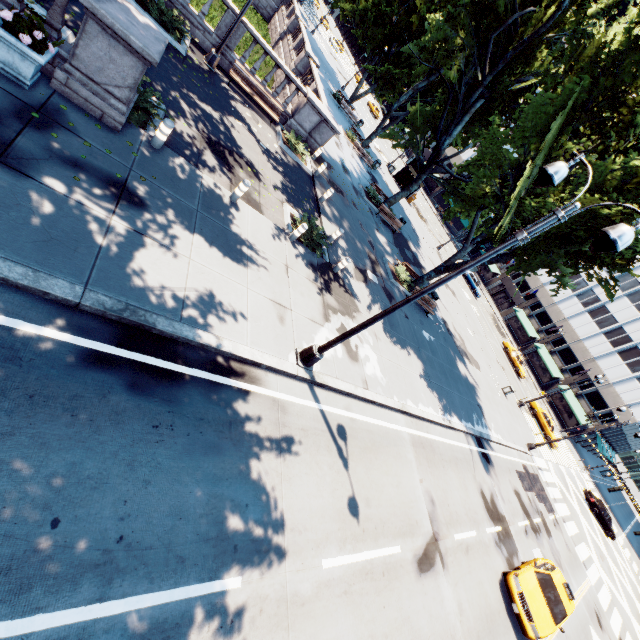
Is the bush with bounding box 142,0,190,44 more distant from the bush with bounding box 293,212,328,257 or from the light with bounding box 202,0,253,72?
the bush with bounding box 293,212,328,257

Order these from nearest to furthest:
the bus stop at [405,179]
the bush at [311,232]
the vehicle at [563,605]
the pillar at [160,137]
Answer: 1. the pillar at [160,137]
2. the vehicle at [563,605]
3. the bush at [311,232]
4. the bus stop at [405,179]

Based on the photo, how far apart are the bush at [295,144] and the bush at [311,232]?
5.1m

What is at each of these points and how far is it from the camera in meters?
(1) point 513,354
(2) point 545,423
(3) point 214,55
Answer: (1) vehicle, 42.7 m
(2) vehicle, 34.7 m
(3) light, 14.1 m

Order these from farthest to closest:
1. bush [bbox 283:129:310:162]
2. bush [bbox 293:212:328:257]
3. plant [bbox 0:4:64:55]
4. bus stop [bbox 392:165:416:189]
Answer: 1. bus stop [bbox 392:165:416:189]
2. bush [bbox 283:129:310:162]
3. bush [bbox 293:212:328:257]
4. plant [bbox 0:4:64:55]

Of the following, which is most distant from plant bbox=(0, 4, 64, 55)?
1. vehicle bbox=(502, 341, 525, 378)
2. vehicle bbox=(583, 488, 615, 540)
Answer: vehicle bbox=(583, 488, 615, 540)

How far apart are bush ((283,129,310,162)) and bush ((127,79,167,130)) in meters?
A: 7.8 m

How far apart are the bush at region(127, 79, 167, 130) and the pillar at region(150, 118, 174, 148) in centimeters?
39cm
